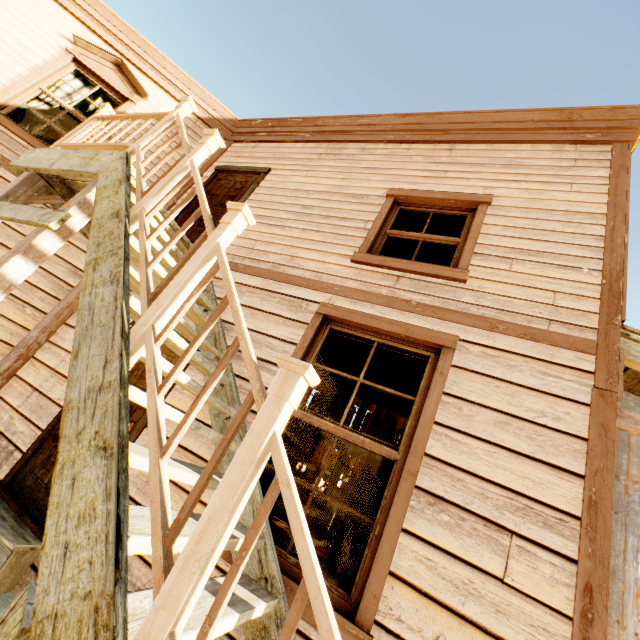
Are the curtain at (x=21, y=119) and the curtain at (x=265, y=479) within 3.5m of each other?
A: no

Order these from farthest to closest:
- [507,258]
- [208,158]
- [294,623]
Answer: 1. [208,158]
2. [507,258]
3. [294,623]

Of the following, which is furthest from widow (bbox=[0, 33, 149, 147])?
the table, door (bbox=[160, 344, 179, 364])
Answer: the table

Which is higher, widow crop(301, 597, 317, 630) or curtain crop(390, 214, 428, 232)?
curtain crop(390, 214, 428, 232)

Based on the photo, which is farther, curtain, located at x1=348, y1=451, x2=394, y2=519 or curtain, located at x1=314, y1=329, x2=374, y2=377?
curtain, located at x1=314, y1=329, x2=374, y2=377

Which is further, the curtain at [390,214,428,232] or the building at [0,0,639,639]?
the curtain at [390,214,428,232]

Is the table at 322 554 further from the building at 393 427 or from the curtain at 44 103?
the curtain at 44 103

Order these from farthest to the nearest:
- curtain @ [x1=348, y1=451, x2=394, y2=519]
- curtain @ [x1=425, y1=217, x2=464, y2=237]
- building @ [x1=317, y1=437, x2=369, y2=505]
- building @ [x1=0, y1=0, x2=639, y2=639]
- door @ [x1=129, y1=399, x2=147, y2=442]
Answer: building @ [x1=317, y1=437, x2=369, y2=505] → curtain @ [x1=425, y1=217, x2=464, y2=237] → door @ [x1=129, y1=399, x2=147, y2=442] → curtain @ [x1=348, y1=451, x2=394, y2=519] → building @ [x1=0, y1=0, x2=639, y2=639]
